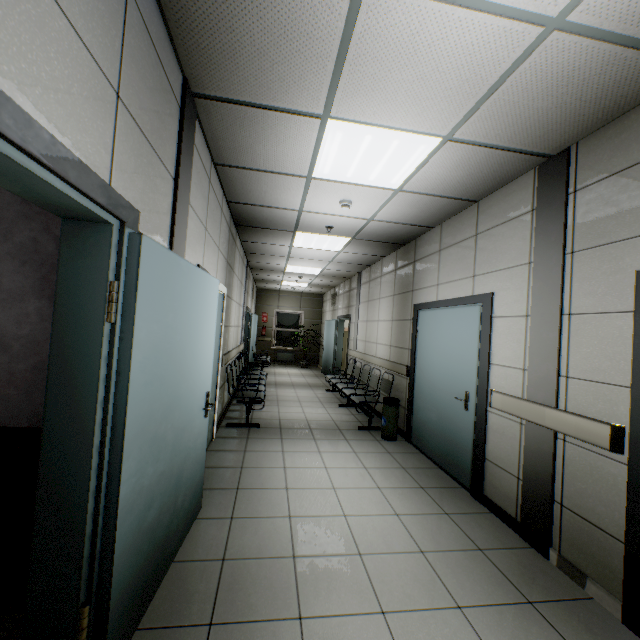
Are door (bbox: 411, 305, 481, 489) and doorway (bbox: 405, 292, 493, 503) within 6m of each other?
yes

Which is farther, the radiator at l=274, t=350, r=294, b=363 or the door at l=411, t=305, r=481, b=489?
the radiator at l=274, t=350, r=294, b=363

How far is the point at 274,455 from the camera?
4.2m

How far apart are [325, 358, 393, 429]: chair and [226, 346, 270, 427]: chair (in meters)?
1.57

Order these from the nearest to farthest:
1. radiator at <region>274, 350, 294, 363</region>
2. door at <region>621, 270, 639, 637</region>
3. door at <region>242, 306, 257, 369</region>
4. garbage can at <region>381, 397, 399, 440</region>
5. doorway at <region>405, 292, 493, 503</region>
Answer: door at <region>621, 270, 639, 637</region>
doorway at <region>405, 292, 493, 503</region>
garbage can at <region>381, 397, 399, 440</region>
door at <region>242, 306, 257, 369</region>
radiator at <region>274, 350, 294, 363</region>

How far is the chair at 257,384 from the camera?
5.24m

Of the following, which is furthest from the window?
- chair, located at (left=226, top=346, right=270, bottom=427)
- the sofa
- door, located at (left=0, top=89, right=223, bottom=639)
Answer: the sofa

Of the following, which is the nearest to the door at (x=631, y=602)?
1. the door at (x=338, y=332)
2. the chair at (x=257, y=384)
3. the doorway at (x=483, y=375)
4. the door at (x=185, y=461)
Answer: the doorway at (x=483, y=375)
